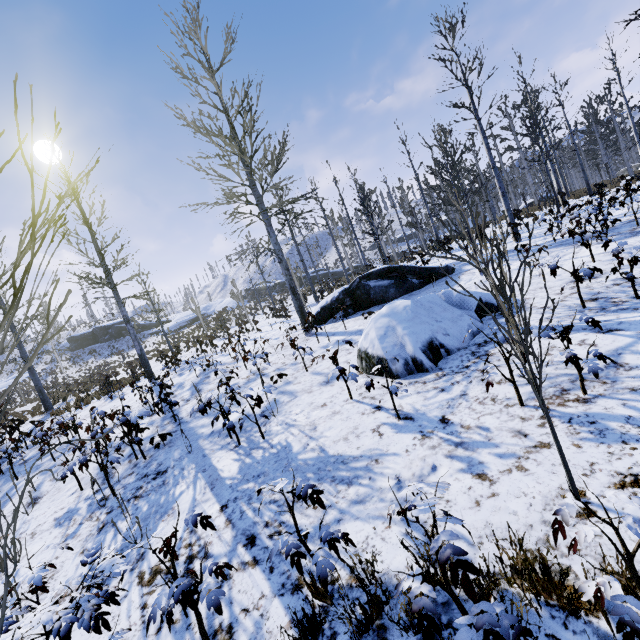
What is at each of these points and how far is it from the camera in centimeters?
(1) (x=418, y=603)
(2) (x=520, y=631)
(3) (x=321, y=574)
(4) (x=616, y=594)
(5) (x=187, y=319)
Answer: (1) instancedfoliageactor, 165cm
(2) instancedfoliageactor, 153cm
(3) instancedfoliageactor, 226cm
(4) instancedfoliageactor, 155cm
(5) rock, 5134cm

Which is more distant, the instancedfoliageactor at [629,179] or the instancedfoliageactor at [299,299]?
the instancedfoliageactor at [299,299]

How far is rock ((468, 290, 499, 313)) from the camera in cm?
665

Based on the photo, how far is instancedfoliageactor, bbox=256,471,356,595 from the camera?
2.25m

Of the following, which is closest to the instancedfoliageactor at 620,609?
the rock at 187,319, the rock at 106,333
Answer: the rock at 187,319

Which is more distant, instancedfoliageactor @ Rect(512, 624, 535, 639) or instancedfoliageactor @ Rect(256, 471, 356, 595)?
instancedfoliageactor @ Rect(256, 471, 356, 595)

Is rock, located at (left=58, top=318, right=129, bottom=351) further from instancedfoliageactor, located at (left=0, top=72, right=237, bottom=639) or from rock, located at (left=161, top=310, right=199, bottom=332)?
instancedfoliageactor, located at (left=0, top=72, right=237, bottom=639)

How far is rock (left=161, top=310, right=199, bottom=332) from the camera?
50.2 meters
